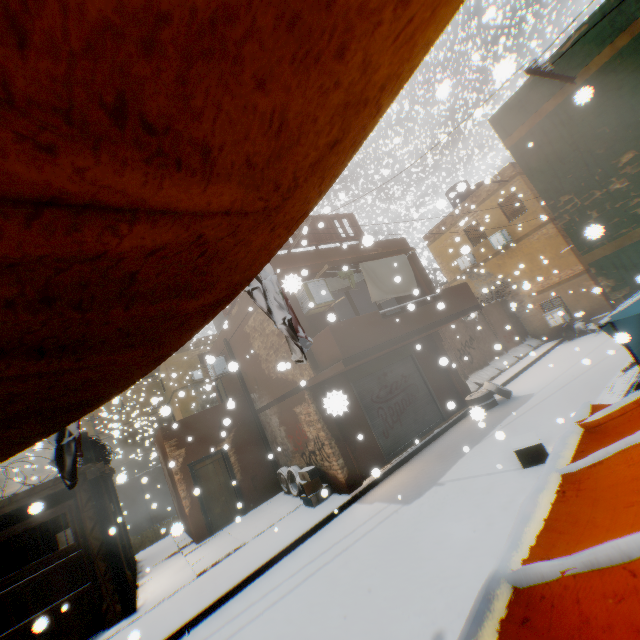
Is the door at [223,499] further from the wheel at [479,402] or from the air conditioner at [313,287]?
the wheel at [479,402]

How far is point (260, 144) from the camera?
0.6m

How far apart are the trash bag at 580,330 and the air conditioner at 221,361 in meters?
17.6 m

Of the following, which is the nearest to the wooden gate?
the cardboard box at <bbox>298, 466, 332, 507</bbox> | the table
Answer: the cardboard box at <bbox>298, 466, 332, 507</bbox>

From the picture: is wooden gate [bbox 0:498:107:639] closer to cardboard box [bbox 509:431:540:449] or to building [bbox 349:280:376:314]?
building [bbox 349:280:376:314]

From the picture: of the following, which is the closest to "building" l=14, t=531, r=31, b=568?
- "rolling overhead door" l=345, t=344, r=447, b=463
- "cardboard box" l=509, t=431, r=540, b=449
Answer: "rolling overhead door" l=345, t=344, r=447, b=463

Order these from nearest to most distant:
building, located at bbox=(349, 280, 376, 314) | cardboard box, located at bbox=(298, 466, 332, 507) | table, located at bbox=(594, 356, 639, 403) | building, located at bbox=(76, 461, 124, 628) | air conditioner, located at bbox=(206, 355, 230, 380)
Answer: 1. table, located at bbox=(594, 356, 639, 403)
2. building, located at bbox=(76, 461, 124, 628)
3. cardboard box, located at bbox=(298, 466, 332, 507)
4. air conditioner, located at bbox=(206, 355, 230, 380)
5. building, located at bbox=(349, 280, 376, 314)

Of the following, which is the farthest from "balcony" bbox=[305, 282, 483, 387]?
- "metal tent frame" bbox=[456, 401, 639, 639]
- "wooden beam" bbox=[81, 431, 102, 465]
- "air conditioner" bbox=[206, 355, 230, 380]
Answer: "air conditioner" bbox=[206, 355, 230, 380]
